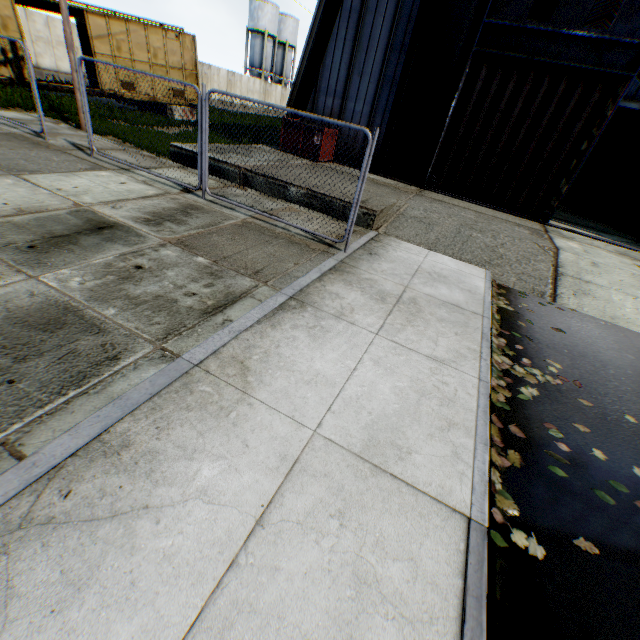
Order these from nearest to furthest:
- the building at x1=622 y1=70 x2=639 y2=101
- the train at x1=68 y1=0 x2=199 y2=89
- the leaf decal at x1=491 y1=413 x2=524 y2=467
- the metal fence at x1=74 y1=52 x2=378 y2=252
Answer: the leaf decal at x1=491 y1=413 x2=524 y2=467 → the metal fence at x1=74 y1=52 x2=378 y2=252 → the train at x1=68 y1=0 x2=199 y2=89 → the building at x1=622 y1=70 x2=639 y2=101

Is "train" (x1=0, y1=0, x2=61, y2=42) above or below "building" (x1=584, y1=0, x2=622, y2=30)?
below

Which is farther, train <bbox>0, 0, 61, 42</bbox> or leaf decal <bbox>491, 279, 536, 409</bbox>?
train <bbox>0, 0, 61, 42</bbox>

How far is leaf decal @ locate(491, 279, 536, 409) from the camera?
4.01m

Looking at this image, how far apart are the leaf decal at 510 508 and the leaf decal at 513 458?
0.1 meters

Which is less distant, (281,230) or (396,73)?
(281,230)

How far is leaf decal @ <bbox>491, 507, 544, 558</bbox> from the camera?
2.5m
